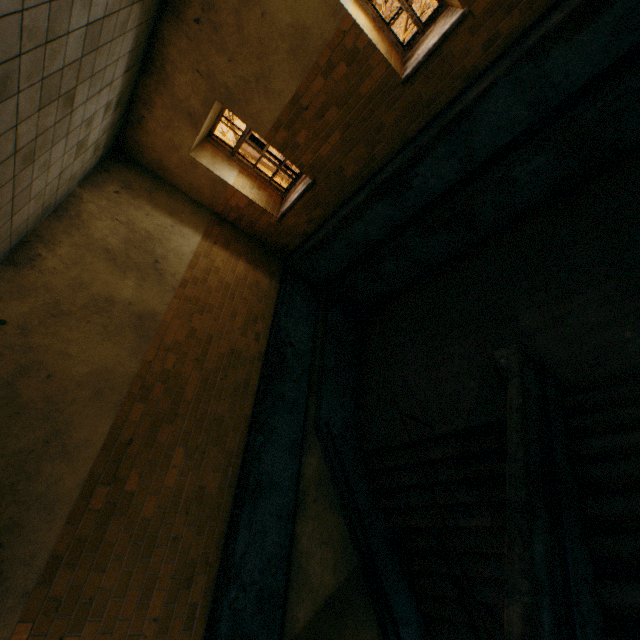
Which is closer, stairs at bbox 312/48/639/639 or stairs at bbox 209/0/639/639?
stairs at bbox 312/48/639/639

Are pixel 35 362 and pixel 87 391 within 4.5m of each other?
yes

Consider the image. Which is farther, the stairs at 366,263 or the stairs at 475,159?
the stairs at 475,159
